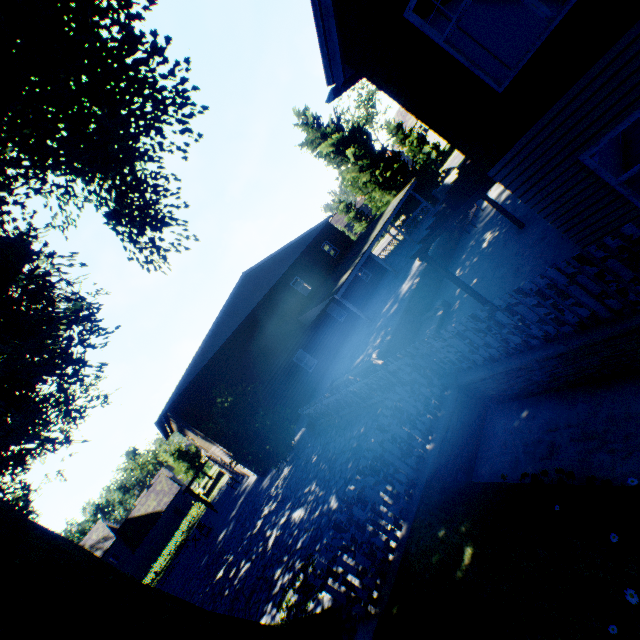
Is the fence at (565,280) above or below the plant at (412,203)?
below

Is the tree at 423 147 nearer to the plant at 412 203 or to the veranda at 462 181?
the plant at 412 203

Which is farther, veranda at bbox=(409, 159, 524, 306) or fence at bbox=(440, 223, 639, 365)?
veranda at bbox=(409, 159, 524, 306)

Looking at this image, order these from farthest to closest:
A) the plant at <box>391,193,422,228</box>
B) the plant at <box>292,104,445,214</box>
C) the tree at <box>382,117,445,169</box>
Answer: the tree at <box>382,117,445,169</box> → the plant at <box>391,193,422,228</box> → the plant at <box>292,104,445,214</box>

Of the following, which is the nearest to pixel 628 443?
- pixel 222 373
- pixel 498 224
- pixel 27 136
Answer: pixel 498 224

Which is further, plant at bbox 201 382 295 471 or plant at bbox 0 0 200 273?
plant at bbox 201 382 295 471

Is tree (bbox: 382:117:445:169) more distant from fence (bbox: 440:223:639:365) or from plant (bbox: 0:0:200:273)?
plant (bbox: 0:0:200:273)

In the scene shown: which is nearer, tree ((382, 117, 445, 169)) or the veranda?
the veranda
